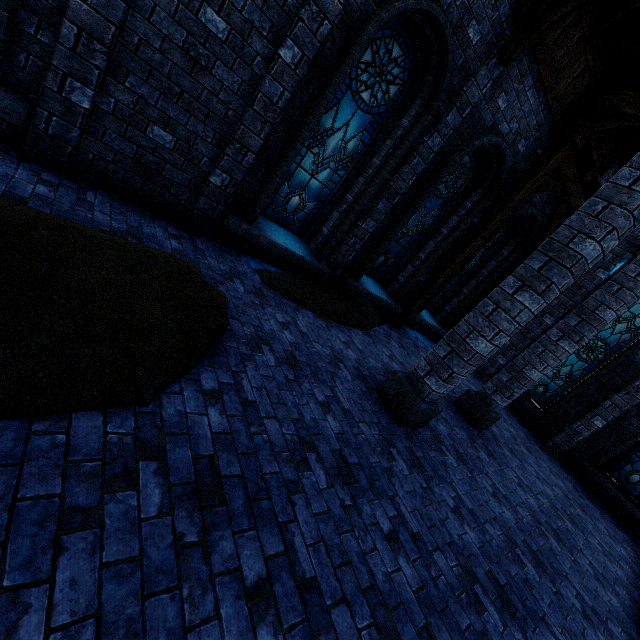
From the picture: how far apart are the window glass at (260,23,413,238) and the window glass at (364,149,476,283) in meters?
1.5 m

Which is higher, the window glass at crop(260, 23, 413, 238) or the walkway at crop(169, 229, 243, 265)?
the window glass at crop(260, 23, 413, 238)

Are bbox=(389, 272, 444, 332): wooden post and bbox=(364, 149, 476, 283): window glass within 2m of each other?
yes

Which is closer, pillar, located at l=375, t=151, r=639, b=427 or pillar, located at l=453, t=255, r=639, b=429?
pillar, located at l=375, t=151, r=639, b=427

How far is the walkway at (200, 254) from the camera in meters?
4.6 m

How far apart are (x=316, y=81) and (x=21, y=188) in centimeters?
401cm

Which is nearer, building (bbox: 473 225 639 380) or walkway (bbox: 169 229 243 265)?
walkway (bbox: 169 229 243 265)

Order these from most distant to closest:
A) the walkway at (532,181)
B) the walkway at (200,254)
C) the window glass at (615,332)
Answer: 1. the window glass at (615,332)
2. the walkway at (532,181)
3. the walkway at (200,254)
